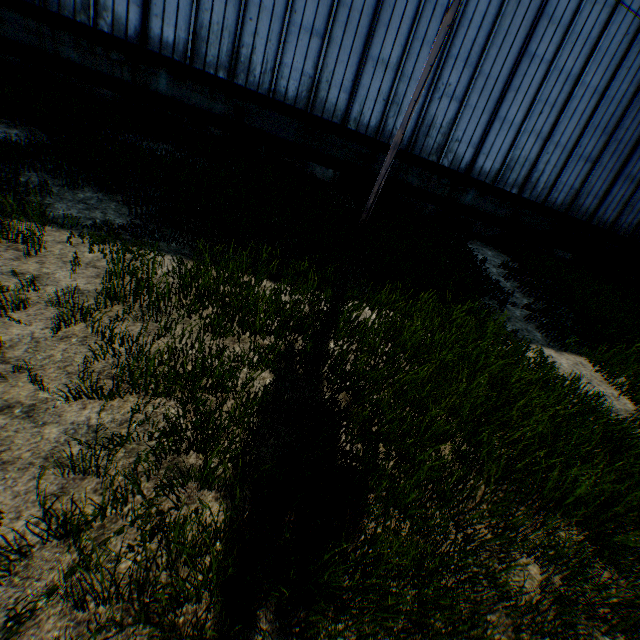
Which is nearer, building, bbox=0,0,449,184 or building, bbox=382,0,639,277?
building, bbox=0,0,449,184

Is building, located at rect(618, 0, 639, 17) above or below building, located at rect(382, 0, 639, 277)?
above

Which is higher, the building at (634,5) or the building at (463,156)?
the building at (634,5)

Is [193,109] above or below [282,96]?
below

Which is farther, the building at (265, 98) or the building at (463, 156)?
the building at (463, 156)
